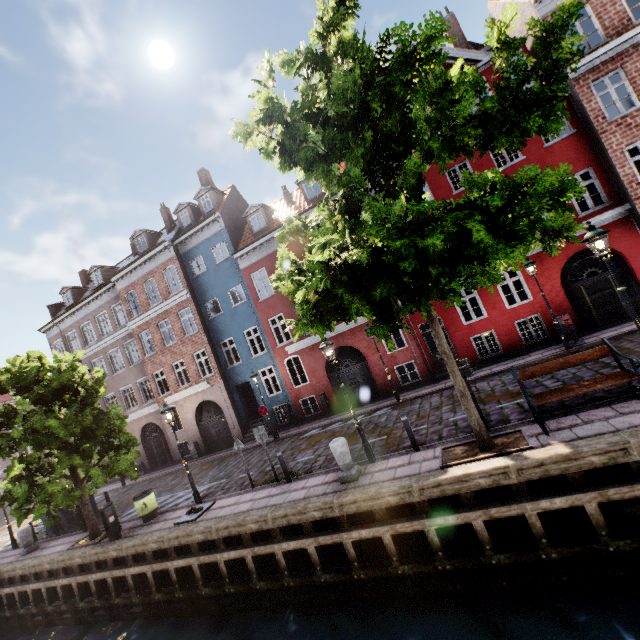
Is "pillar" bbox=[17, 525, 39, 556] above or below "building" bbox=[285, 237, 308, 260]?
below

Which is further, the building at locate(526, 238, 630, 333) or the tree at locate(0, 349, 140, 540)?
the building at locate(526, 238, 630, 333)

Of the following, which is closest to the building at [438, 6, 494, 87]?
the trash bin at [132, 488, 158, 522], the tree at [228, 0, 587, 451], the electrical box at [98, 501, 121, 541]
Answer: the tree at [228, 0, 587, 451]

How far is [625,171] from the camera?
12.8m

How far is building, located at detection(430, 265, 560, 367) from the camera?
14.57m

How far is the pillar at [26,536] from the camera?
14.48m

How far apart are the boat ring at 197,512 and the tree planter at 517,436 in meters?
8.0

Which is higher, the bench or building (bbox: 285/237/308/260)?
building (bbox: 285/237/308/260)
